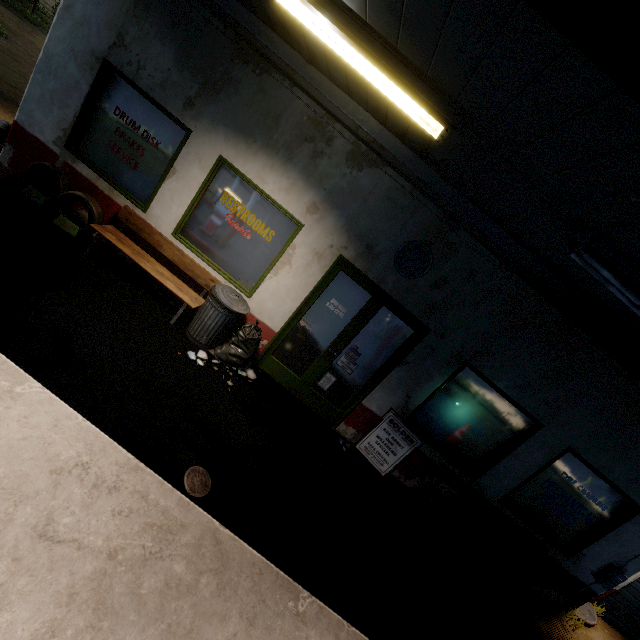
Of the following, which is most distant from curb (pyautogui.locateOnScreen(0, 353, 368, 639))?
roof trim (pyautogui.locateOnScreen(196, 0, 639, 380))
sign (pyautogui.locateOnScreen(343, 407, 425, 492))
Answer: roof trim (pyautogui.locateOnScreen(196, 0, 639, 380))

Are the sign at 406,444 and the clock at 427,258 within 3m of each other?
yes

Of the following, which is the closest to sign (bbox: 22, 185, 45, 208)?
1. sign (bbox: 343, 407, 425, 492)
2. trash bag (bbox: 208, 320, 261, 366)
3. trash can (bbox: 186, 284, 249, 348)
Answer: trash can (bbox: 186, 284, 249, 348)

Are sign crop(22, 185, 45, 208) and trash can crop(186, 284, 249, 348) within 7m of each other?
yes

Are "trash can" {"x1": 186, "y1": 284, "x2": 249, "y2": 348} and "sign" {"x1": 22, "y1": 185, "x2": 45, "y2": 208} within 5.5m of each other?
yes

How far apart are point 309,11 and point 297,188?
2.4m

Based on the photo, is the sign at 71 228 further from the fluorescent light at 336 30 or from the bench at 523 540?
the bench at 523 540

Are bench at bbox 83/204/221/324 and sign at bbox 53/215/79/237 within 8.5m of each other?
yes
